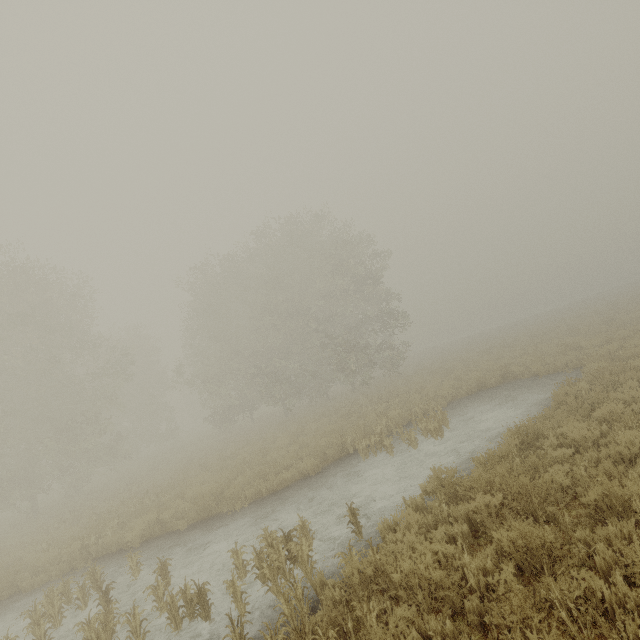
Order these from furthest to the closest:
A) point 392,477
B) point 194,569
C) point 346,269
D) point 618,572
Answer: point 346,269 < point 392,477 < point 194,569 < point 618,572
